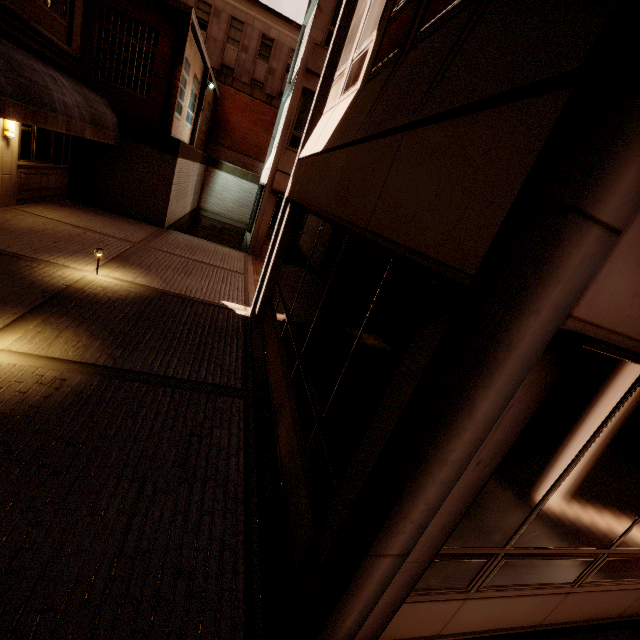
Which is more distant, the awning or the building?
the building

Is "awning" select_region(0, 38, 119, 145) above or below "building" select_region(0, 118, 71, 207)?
above

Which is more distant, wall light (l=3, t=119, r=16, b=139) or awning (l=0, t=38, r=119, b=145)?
wall light (l=3, t=119, r=16, b=139)

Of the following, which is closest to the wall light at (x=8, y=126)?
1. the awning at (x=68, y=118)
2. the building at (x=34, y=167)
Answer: the building at (x=34, y=167)

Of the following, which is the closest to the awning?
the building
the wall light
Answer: the building

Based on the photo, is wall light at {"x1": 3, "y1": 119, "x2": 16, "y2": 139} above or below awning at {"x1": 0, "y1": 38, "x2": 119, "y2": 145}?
below

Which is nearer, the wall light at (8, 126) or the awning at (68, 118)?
the awning at (68, 118)

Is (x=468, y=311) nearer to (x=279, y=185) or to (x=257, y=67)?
(x=279, y=185)
